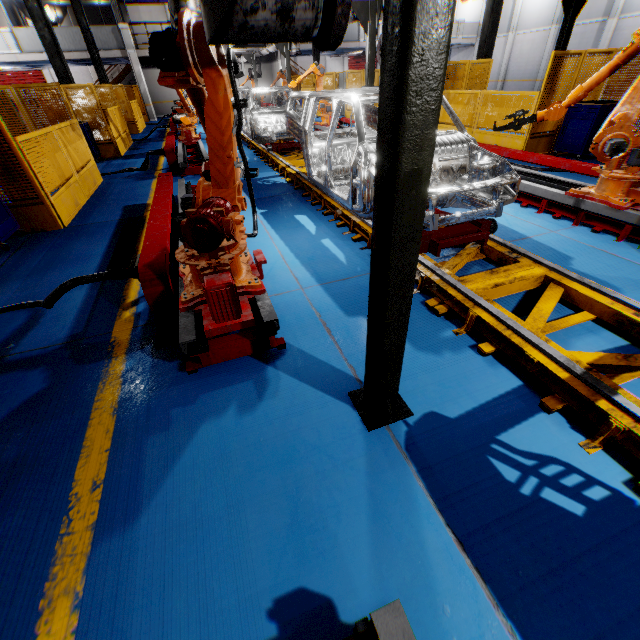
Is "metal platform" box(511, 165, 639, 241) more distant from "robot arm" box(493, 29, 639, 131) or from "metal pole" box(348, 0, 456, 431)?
"metal pole" box(348, 0, 456, 431)

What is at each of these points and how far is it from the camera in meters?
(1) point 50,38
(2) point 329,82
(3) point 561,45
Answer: (1) metal pole, 11.0 m
(2) metal panel, 20.0 m
(3) metal pole, 7.5 m

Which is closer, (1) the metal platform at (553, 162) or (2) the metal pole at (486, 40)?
(1) the metal platform at (553, 162)

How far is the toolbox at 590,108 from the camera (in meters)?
7.62

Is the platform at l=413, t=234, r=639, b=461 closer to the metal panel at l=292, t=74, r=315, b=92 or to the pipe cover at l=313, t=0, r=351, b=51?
the pipe cover at l=313, t=0, r=351, b=51

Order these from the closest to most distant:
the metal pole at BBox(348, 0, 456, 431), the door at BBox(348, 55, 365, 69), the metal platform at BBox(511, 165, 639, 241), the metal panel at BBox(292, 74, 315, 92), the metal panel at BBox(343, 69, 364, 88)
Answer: the metal pole at BBox(348, 0, 456, 431) → the metal platform at BBox(511, 165, 639, 241) → the metal panel at BBox(343, 69, 364, 88) → the metal panel at BBox(292, 74, 315, 92) → the door at BBox(348, 55, 365, 69)

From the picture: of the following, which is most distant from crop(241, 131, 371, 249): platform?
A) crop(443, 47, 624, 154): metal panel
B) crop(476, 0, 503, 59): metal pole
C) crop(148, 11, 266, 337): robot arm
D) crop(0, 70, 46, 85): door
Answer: crop(0, 70, 46, 85): door

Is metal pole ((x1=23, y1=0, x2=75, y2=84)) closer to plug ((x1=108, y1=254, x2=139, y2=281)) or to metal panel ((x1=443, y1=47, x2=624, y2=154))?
metal panel ((x1=443, y1=47, x2=624, y2=154))
